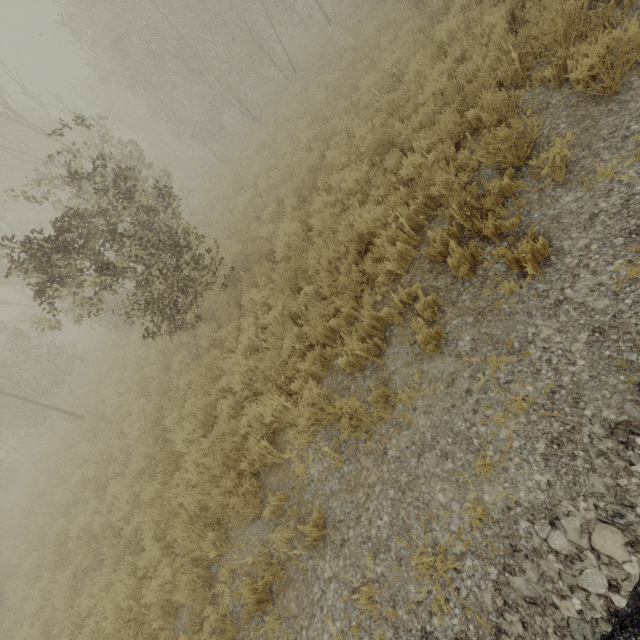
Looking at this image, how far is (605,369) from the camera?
2.51m
